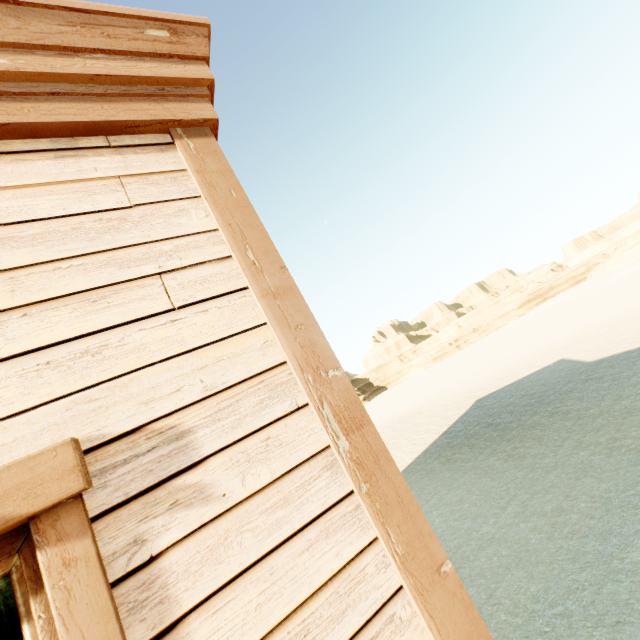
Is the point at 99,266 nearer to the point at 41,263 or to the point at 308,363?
the point at 41,263
